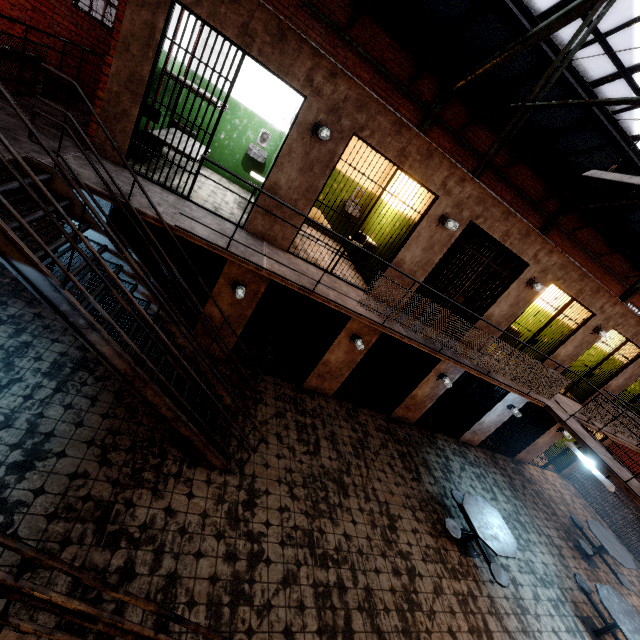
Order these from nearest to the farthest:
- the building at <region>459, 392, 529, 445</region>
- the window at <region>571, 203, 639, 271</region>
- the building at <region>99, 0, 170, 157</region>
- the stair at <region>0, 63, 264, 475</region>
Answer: the stair at <region>0, 63, 264, 475</region> → the building at <region>99, 0, 170, 157</region> → the building at <region>459, 392, 529, 445</region> → the window at <region>571, 203, 639, 271</region>

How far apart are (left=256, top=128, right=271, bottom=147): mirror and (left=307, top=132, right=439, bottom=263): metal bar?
3.7 meters

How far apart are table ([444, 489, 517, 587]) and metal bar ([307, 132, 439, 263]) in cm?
498

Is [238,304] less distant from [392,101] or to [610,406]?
[392,101]

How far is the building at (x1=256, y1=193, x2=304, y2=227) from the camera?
5.8 meters

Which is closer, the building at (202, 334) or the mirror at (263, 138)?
the building at (202, 334)

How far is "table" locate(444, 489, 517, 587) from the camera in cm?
616

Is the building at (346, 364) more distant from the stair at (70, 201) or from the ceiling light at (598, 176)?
the ceiling light at (598, 176)
